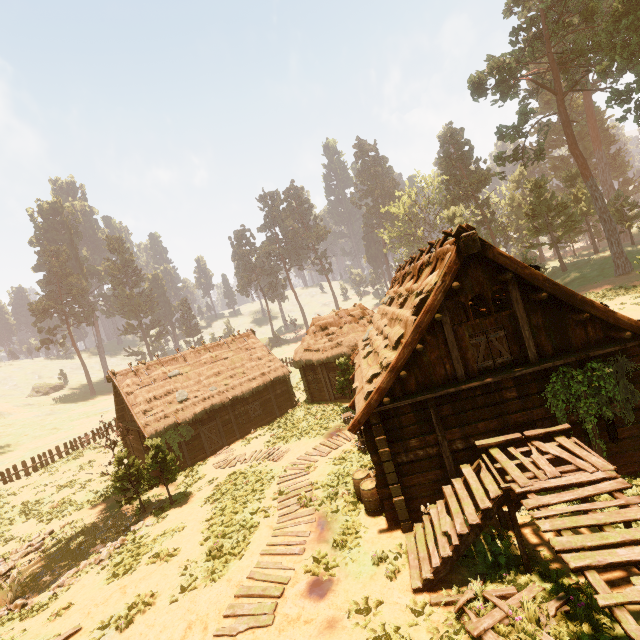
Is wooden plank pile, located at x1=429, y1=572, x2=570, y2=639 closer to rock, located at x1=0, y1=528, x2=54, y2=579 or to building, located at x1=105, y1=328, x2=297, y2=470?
building, located at x1=105, y1=328, x2=297, y2=470

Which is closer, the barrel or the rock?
the barrel

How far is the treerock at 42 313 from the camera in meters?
56.9

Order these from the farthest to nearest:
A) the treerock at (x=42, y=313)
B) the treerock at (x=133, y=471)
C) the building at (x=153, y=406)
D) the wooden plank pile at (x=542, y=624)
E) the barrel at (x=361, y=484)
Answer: the treerock at (x=42, y=313), the building at (x=153, y=406), the treerock at (x=133, y=471), the barrel at (x=361, y=484), the wooden plank pile at (x=542, y=624)

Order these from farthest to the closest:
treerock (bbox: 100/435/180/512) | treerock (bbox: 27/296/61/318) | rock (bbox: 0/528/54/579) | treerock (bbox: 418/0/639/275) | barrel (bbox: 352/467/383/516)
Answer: treerock (bbox: 27/296/61/318) → treerock (bbox: 418/0/639/275) → treerock (bbox: 100/435/180/512) → rock (bbox: 0/528/54/579) → barrel (bbox: 352/467/383/516)

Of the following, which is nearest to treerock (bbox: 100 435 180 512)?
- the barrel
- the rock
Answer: the rock

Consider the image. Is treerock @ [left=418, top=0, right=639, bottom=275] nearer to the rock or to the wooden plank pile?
the rock

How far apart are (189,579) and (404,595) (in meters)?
6.84
